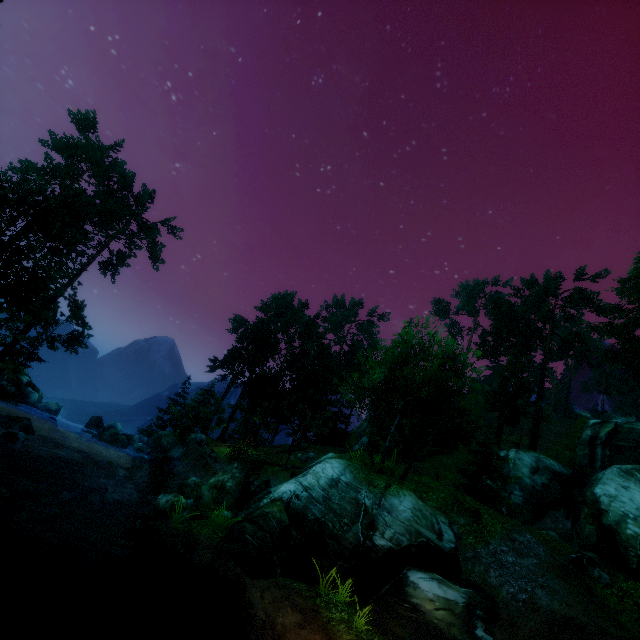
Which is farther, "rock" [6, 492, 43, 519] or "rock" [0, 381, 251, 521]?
"rock" [0, 381, 251, 521]

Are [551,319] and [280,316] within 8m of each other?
→ no

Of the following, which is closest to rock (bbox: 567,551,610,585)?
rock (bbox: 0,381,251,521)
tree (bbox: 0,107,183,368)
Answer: tree (bbox: 0,107,183,368)

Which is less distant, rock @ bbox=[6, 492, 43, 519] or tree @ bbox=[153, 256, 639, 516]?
rock @ bbox=[6, 492, 43, 519]

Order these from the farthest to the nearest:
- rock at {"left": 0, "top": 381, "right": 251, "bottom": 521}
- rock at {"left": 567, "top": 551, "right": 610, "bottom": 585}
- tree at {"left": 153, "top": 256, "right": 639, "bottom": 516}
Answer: tree at {"left": 153, "top": 256, "right": 639, "bottom": 516}
rock at {"left": 0, "top": 381, "right": 251, "bottom": 521}
rock at {"left": 567, "top": 551, "right": 610, "bottom": 585}

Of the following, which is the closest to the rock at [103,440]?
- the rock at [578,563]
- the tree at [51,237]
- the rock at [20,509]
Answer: the rock at [20,509]

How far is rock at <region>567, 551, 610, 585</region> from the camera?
13.78m

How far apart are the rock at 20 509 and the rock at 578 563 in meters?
23.4 m
